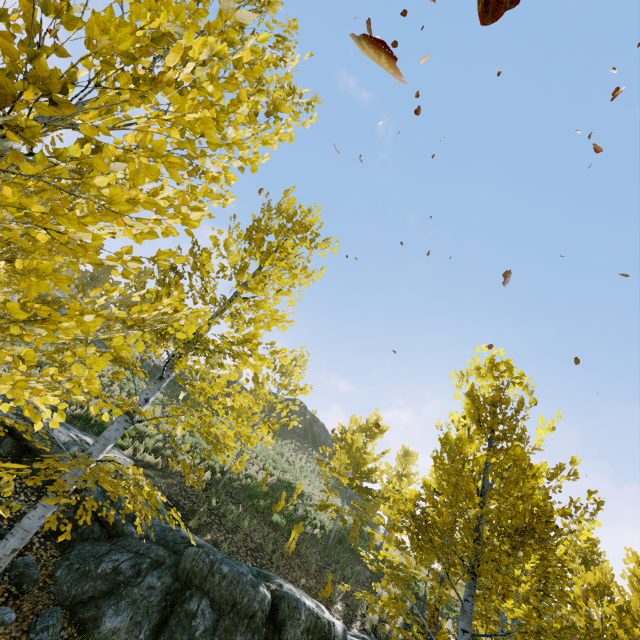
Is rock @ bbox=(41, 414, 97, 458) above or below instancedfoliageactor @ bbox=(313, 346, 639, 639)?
below

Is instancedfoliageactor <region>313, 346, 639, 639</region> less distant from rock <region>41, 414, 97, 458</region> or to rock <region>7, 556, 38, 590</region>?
rock <region>7, 556, 38, 590</region>

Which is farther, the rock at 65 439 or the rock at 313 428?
the rock at 313 428

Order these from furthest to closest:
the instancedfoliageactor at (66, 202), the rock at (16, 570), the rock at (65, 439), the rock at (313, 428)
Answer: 1. the rock at (313, 428)
2. the rock at (65, 439)
3. the rock at (16, 570)
4. the instancedfoliageactor at (66, 202)

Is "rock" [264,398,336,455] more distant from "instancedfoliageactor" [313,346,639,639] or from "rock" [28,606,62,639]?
"rock" [28,606,62,639]

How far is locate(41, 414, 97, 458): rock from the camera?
8.0 meters

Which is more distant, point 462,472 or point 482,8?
point 462,472

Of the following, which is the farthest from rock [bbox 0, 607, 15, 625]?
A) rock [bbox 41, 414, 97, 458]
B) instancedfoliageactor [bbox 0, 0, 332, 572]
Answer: instancedfoliageactor [bbox 0, 0, 332, 572]
